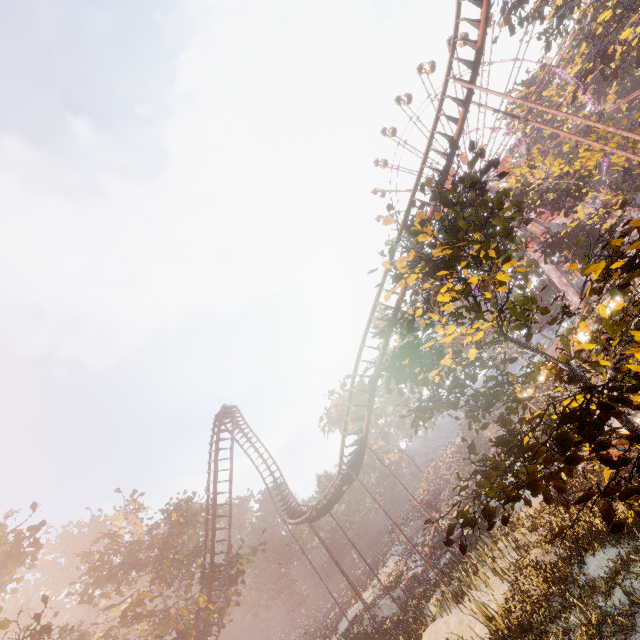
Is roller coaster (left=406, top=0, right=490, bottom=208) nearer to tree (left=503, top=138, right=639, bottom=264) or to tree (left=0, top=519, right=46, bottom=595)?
tree (left=0, top=519, right=46, bottom=595)

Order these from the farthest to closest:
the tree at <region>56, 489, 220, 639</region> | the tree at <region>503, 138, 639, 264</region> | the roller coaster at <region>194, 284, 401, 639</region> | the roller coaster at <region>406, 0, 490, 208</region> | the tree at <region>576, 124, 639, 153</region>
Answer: the tree at <region>503, 138, 639, 264</region> → the tree at <region>576, 124, 639, 153</region> → the tree at <region>56, 489, 220, 639</region> → the roller coaster at <region>194, 284, 401, 639</region> → the roller coaster at <region>406, 0, 490, 208</region>

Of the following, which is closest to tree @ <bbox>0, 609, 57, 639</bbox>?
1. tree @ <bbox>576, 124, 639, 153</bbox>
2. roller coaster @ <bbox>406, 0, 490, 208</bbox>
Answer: roller coaster @ <bbox>406, 0, 490, 208</bbox>

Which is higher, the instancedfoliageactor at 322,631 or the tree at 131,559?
the tree at 131,559

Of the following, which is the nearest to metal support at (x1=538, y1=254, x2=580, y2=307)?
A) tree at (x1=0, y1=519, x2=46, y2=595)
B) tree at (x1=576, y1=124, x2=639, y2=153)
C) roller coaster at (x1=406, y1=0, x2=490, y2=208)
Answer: tree at (x1=576, y1=124, x2=639, y2=153)

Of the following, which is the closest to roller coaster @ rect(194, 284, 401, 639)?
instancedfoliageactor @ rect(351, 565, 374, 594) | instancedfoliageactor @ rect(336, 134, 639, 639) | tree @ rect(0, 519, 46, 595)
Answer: instancedfoliageactor @ rect(336, 134, 639, 639)

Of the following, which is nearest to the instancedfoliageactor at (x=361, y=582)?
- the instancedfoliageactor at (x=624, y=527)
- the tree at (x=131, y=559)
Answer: the tree at (x=131, y=559)

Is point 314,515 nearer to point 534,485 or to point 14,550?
point 14,550
